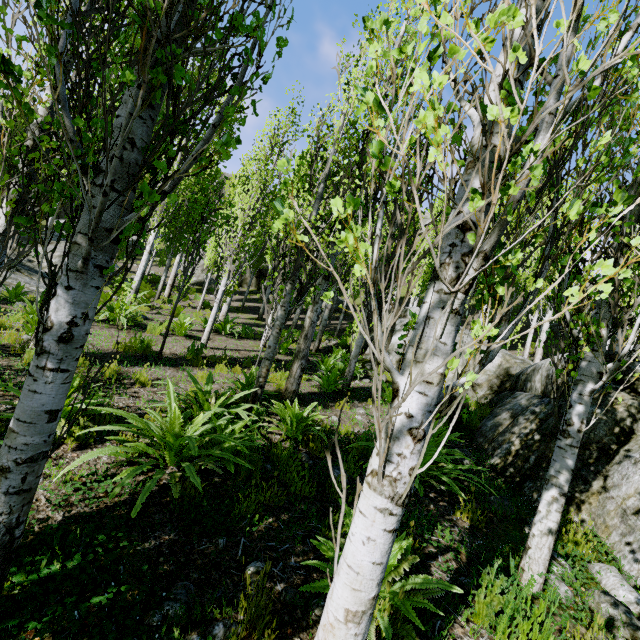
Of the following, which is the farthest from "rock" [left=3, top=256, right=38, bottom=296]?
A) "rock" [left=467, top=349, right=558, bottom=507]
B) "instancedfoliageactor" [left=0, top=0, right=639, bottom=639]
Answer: "rock" [left=467, top=349, right=558, bottom=507]

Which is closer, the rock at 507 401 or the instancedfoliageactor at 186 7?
the instancedfoliageactor at 186 7

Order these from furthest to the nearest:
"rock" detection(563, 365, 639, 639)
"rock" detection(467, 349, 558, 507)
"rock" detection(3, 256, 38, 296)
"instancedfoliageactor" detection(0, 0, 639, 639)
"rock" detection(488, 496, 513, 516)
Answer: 1. "rock" detection(3, 256, 38, 296)
2. "rock" detection(467, 349, 558, 507)
3. "rock" detection(488, 496, 513, 516)
4. "rock" detection(563, 365, 639, 639)
5. "instancedfoliageactor" detection(0, 0, 639, 639)

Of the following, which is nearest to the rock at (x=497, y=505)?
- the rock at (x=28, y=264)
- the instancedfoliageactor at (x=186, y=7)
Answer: the instancedfoliageactor at (x=186, y=7)

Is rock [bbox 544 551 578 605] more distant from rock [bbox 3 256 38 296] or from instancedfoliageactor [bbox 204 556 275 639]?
rock [bbox 3 256 38 296]

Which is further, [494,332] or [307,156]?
[307,156]

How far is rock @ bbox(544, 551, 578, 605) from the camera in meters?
2.9 m
